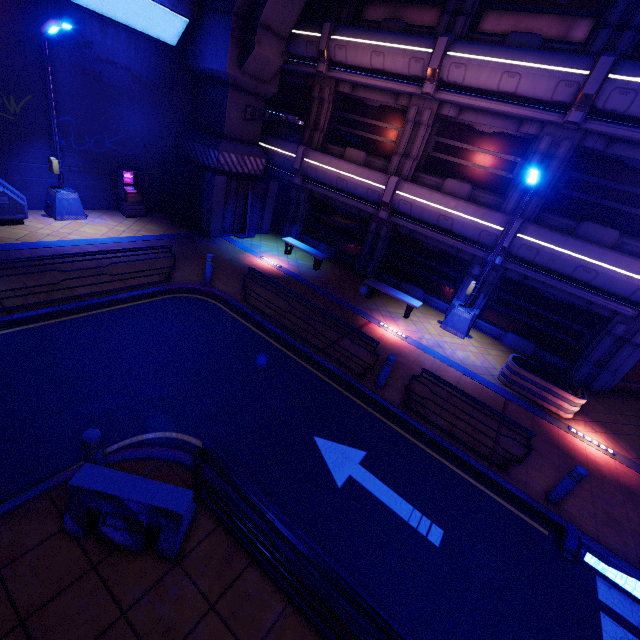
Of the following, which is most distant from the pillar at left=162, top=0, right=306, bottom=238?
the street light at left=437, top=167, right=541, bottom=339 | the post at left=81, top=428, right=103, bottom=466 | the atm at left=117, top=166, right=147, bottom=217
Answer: the post at left=81, top=428, right=103, bottom=466

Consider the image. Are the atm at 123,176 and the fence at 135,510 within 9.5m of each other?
no

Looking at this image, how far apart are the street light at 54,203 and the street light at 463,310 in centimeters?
1497cm

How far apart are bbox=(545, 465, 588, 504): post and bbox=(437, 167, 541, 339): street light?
6.58m

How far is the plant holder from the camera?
9.55m

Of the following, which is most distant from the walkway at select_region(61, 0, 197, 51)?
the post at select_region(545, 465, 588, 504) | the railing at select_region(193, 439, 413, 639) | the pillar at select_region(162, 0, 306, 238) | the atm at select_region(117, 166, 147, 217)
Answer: the post at select_region(545, 465, 588, 504)

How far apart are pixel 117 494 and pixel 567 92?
14.79m

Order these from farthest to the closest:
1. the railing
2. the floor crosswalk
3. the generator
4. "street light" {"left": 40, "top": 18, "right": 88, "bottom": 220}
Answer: the generator, "street light" {"left": 40, "top": 18, "right": 88, "bottom": 220}, the floor crosswalk, the railing
